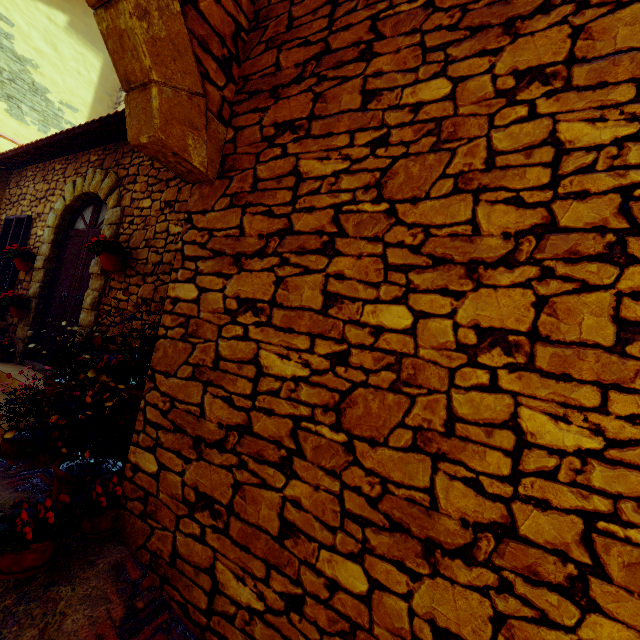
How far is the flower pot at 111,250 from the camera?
3.99m

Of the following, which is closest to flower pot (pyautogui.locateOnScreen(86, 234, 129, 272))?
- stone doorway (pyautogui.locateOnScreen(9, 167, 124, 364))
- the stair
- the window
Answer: stone doorway (pyautogui.locateOnScreen(9, 167, 124, 364))

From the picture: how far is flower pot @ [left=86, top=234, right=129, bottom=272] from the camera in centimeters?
399cm

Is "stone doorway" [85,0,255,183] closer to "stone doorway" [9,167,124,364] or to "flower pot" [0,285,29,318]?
"stone doorway" [9,167,124,364]

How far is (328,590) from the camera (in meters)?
1.55

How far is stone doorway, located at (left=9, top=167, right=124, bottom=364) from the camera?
4.6m

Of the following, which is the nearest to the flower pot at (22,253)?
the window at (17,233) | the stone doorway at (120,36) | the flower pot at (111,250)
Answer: the window at (17,233)

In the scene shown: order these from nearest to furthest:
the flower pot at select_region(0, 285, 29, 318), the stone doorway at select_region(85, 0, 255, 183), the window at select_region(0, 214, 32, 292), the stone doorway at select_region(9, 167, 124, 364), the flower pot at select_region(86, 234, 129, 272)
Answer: the stone doorway at select_region(85, 0, 255, 183), the flower pot at select_region(86, 234, 129, 272), the stone doorway at select_region(9, 167, 124, 364), the flower pot at select_region(0, 285, 29, 318), the window at select_region(0, 214, 32, 292)
